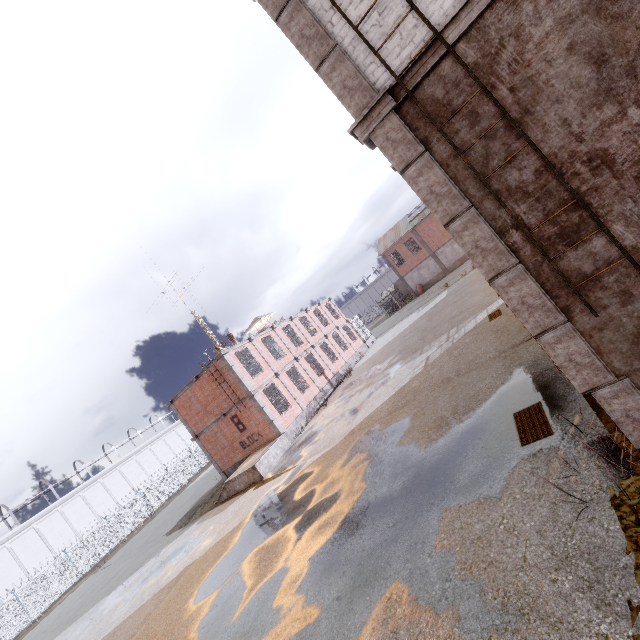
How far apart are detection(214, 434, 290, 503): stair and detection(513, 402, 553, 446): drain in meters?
13.8

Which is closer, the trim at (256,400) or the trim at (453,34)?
the trim at (453,34)

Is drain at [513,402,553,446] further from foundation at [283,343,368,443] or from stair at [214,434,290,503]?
foundation at [283,343,368,443]

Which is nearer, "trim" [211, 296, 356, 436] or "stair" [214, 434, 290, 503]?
"stair" [214, 434, 290, 503]

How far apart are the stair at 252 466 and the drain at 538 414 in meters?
13.8

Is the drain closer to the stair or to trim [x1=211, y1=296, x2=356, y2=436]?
the stair

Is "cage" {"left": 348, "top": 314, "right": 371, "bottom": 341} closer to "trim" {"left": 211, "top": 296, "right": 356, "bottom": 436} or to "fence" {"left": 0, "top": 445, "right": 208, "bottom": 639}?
"trim" {"left": 211, "top": 296, "right": 356, "bottom": 436}

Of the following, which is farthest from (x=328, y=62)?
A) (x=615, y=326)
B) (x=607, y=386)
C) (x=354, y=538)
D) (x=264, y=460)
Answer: (x=264, y=460)
